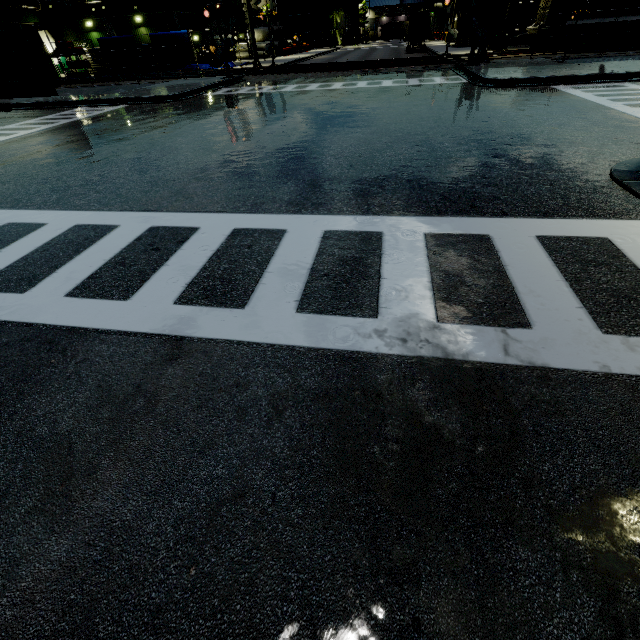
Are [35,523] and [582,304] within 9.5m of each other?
yes

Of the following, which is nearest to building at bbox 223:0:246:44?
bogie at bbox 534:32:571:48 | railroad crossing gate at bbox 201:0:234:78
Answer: bogie at bbox 534:32:571:48

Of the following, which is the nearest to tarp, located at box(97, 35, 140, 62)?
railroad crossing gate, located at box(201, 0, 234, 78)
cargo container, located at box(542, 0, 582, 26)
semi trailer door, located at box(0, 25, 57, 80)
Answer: cargo container, located at box(542, 0, 582, 26)

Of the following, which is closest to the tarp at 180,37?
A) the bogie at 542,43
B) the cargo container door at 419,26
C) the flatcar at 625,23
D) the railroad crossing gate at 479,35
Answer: the cargo container door at 419,26

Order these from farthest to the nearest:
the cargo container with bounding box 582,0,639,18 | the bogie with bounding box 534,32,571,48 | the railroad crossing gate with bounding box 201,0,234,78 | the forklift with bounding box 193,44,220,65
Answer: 1. the forklift with bounding box 193,44,220,65
2. the bogie with bounding box 534,32,571,48
3. the cargo container with bounding box 582,0,639,18
4. the railroad crossing gate with bounding box 201,0,234,78

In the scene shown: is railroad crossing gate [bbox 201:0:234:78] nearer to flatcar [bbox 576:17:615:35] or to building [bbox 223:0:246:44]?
building [bbox 223:0:246:44]

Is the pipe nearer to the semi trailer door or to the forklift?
the semi trailer door

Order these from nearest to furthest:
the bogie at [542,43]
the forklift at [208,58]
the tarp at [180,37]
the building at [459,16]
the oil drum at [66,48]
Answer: the bogie at [542,43] → the tarp at [180,37] → the oil drum at [66,48] → the forklift at [208,58] → the building at [459,16]
